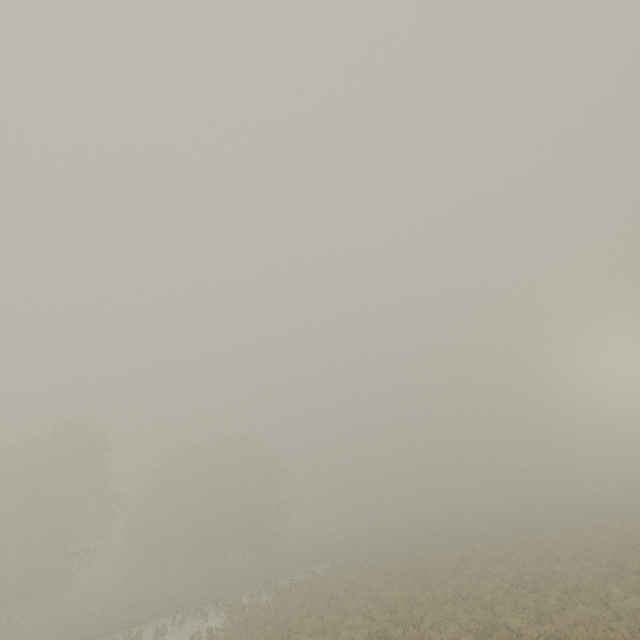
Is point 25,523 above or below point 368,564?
above
